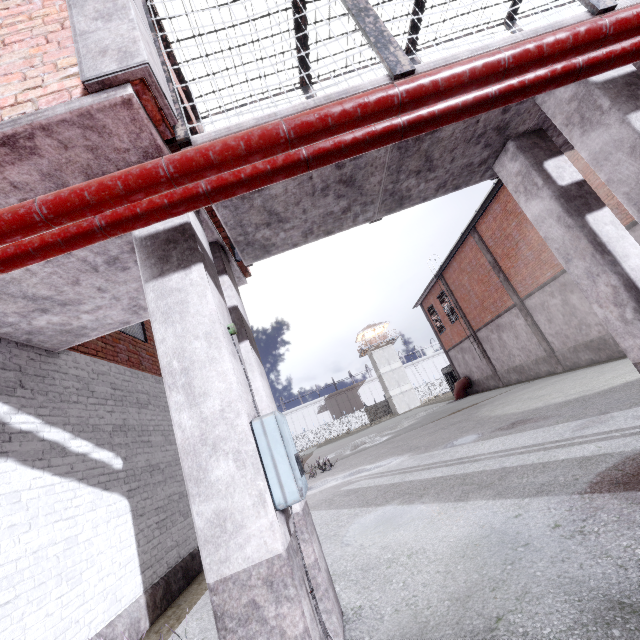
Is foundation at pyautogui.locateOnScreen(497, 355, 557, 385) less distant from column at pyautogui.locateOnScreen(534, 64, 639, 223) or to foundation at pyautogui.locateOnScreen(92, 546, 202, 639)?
foundation at pyautogui.locateOnScreen(92, 546, 202, 639)

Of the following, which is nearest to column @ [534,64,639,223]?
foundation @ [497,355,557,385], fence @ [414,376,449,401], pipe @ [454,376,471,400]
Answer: fence @ [414,376,449,401]

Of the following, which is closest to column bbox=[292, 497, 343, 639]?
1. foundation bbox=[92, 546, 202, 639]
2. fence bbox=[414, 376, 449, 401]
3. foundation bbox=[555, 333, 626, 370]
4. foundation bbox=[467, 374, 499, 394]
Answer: foundation bbox=[92, 546, 202, 639]

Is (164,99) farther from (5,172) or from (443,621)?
(443,621)

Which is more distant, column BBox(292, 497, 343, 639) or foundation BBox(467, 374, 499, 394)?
foundation BBox(467, 374, 499, 394)

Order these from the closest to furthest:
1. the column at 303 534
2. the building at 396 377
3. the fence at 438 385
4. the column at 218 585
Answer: the column at 218 585 < the column at 303 534 < the building at 396 377 < the fence at 438 385

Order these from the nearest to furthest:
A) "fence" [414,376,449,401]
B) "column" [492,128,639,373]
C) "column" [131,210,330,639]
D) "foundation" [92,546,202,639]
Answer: "column" [131,210,330,639] < "column" [492,128,639,373] < "foundation" [92,546,202,639] < "fence" [414,376,449,401]

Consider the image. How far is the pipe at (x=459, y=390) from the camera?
25.6m
